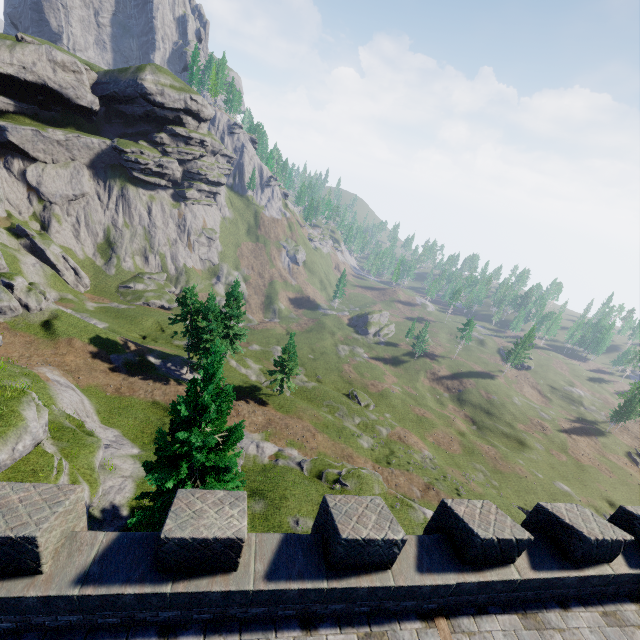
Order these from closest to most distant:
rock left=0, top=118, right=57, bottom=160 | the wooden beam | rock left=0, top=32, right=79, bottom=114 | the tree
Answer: the wooden beam
the tree
rock left=0, top=32, right=79, bottom=114
rock left=0, top=118, right=57, bottom=160

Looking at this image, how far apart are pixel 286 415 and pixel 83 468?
25.9m

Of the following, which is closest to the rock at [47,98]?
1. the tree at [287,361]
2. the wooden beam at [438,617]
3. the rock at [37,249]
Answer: the rock at [37,249]

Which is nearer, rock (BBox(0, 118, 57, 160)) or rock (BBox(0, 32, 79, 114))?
rock (BBox(0, 32, 79, 114))

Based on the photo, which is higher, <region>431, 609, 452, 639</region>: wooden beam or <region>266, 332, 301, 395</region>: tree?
<region>431, 609, 452, 639</region>: wooden beam

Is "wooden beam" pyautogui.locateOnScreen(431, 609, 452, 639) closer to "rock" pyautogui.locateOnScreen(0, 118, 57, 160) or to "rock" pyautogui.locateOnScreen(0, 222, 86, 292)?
"rock" pyautogui.locateOnScreen(0, 222, 86, 292)

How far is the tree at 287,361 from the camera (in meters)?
43.02

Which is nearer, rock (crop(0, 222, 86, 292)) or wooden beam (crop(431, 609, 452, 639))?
wooden beam (crop(431, 609, 452, 639))
